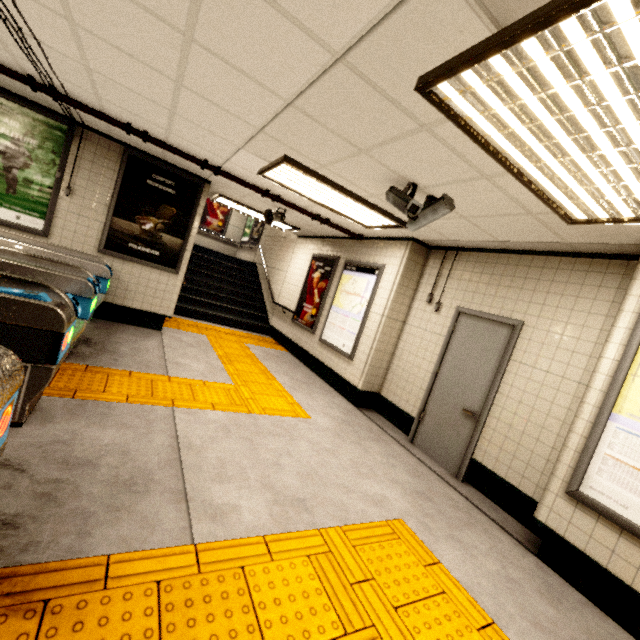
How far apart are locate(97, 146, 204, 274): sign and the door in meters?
4.8 m

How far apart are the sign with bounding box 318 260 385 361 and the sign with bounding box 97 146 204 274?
3.0m

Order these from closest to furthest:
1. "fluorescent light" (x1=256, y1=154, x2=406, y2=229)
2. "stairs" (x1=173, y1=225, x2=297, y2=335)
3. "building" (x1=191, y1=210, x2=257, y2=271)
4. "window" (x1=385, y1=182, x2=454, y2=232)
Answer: "window" (x1=385, y1=182, x2=454, y2=232) < "fluorescent light" (x1=256, y1=154, x2=406, y2=229) < "stairs" (x1=173, y1=225, x2=297, y2=335) < "building" (x1=191, y1=210, x2=257, y2=271)

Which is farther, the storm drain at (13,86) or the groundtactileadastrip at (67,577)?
the storm drain at (13,86)

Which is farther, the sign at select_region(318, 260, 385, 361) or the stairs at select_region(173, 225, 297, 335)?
the stairs at select_region(173, 225, 297, 335)

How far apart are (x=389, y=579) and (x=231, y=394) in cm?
285

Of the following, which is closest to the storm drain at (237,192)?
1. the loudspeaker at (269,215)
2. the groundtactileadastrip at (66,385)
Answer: the loudspeaker at (269,215)

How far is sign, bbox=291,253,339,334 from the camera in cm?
700
